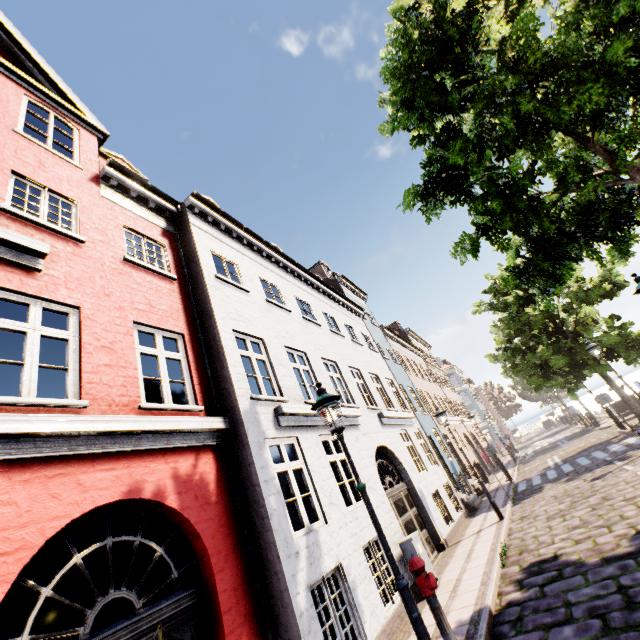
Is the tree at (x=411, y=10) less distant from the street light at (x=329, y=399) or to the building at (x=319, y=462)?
the building at (x=319, y=462)

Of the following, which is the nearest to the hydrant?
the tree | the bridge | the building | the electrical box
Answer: the electrical box

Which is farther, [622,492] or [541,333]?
[541,333]

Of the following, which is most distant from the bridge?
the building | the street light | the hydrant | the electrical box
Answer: the street light

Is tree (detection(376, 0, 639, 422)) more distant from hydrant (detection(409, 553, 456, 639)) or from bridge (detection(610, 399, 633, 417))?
hydrant (detection(409, 553, 456, 639))

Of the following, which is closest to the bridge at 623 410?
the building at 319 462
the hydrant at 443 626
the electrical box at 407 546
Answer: the building at 319 462

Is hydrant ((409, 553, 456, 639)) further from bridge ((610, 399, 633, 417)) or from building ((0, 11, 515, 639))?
building ((0, 11, 515, 639))

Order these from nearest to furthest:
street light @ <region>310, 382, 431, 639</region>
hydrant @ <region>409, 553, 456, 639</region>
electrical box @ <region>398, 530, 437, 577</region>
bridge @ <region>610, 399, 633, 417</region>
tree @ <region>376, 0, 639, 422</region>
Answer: street light @ <region>310, 382, 431, 639</region>
hydrant @ <region>409, 553, 456, 639</region>
tree @ <region>376, 0, 639, 422</region>
electrical box @ <region>398, 530, 437, 577</region>
bridge @ <region>610, 399, 633, 417</region>
